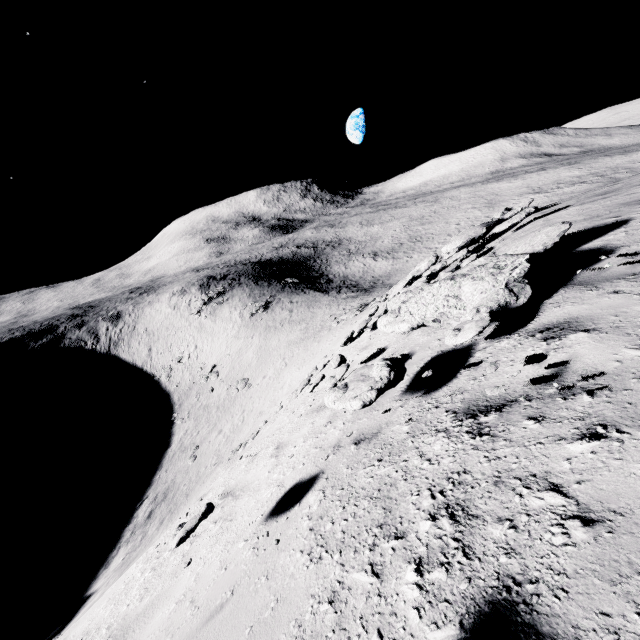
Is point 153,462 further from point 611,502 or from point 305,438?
point 611,502

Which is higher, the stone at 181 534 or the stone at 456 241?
the stone at 456 241

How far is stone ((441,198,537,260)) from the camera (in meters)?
8.48

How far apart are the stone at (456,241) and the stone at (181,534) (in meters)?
9.80

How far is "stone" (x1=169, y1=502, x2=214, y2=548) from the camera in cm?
301

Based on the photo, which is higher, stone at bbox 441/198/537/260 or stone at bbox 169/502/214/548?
stone at bbox 441/198/537/260

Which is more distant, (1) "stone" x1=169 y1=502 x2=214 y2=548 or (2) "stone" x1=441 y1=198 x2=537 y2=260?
(2) "stone" x1=441 y1=198 x2=537 y2=260

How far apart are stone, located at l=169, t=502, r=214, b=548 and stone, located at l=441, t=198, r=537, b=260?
9.8m
